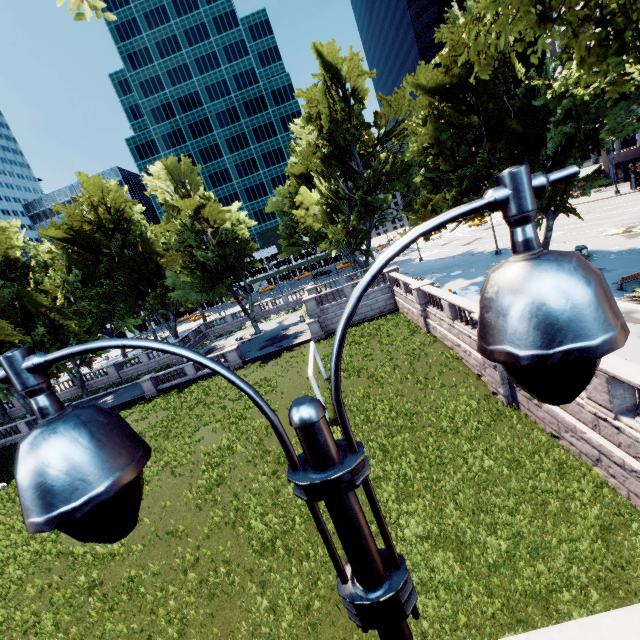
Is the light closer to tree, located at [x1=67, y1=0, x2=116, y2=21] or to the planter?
tree, located at [x1=67, y1=0, x2=116, y2=21]

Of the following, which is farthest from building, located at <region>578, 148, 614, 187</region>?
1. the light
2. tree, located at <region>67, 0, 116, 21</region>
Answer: the light

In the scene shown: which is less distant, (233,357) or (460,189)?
(460,189)

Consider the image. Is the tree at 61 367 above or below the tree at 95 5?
below

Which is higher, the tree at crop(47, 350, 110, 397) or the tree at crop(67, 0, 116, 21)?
the tree at crop(67, 0, 116, 21)

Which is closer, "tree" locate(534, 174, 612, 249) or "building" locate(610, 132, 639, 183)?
"tree" locate(534, 174, 612, 249)

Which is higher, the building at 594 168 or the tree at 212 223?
the tree at 212 223

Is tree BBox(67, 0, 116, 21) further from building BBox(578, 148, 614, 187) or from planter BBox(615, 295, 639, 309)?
planter BBox(615, 295, 639, 309)
